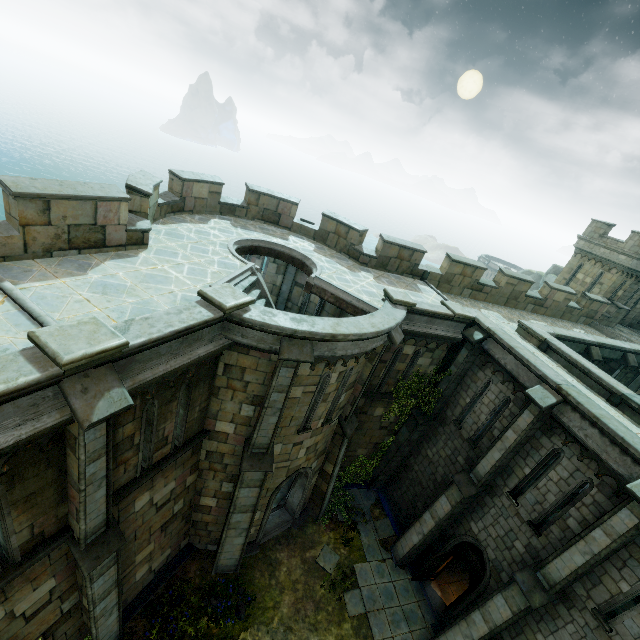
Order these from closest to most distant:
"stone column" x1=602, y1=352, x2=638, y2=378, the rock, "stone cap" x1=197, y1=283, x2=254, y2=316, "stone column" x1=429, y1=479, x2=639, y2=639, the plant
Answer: "stone cap" x1=197, y1=283, x2=254, y2=316, "stone column" x1=429, y1=479, x2=639, y2=639, the plant, "stone column" x1=602, y1=352, x2=638, y2=378, the rock

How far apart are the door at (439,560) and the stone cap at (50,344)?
13.6m

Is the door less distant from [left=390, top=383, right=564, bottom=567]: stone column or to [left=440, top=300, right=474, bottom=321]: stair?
[left=390, top=383, right=564, bottom=567]: stone column

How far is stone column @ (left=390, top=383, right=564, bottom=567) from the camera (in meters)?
10.16

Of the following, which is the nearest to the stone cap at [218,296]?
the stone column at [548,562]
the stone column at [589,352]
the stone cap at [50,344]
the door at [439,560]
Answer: the stone cap at [50,344]

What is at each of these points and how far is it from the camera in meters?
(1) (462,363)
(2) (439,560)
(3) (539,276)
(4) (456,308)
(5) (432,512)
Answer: (1) stone column, 13.2
(2) door, 12.7
(3) rock, 42.1
(4) stair, 12.9
(5) stone column, 12.9

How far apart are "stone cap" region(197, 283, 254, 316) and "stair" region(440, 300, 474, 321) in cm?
829

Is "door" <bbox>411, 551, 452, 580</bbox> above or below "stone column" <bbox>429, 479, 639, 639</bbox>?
below
